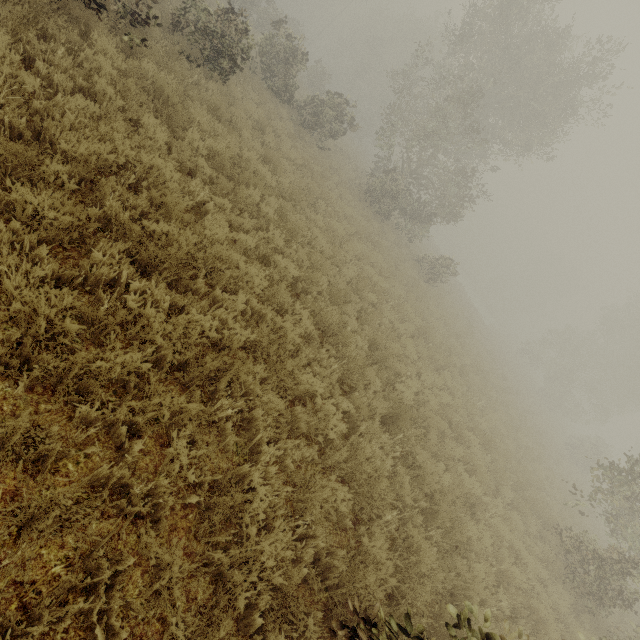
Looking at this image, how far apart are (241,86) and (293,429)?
13.3 meters
